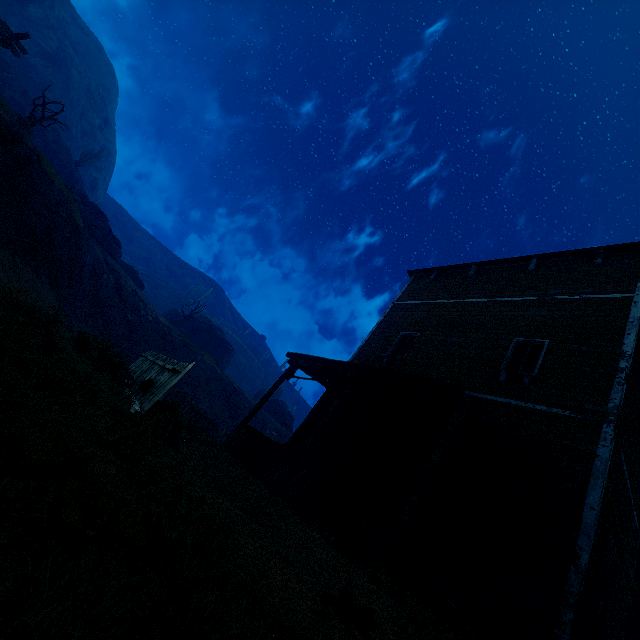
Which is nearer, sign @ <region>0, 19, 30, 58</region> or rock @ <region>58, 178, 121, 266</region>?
sign @ <region>0, 19, 30, 58</region>

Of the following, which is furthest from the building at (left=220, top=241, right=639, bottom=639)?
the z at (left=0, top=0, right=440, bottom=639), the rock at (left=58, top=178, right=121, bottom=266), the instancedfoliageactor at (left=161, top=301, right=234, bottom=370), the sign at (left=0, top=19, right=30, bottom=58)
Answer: the instancedfoliageactor at (left=161, top=301, right=234, bottom=370)

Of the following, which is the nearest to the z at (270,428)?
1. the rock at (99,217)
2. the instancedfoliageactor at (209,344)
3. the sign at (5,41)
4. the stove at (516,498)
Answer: the rock at (99,217)

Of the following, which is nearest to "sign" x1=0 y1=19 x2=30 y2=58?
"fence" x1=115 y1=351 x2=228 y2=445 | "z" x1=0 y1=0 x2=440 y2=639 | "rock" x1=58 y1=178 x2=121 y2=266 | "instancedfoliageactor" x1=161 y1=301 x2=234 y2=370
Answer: "z" x1=0 y1=0 x2=440 y2=639

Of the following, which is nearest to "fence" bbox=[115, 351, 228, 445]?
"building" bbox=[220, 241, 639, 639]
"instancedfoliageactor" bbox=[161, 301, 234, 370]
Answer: "building" bbox=[220, 241, 639, 639]

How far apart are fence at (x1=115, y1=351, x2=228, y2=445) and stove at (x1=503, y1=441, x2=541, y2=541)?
6.1 meters

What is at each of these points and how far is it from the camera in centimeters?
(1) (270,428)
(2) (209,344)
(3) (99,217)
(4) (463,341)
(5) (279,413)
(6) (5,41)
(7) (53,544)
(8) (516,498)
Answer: (1) z, 2980cm
(2) instancedfoliageactor, 3859cm
(3) rock, 2892cm
(4) building, 1031cm
(5) instancedfoliageactor, 3709cm
(6) sign, 1548cm
(7) z, 177cm
(8) stove, 596cm

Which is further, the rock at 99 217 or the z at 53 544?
the rock at 99 217
